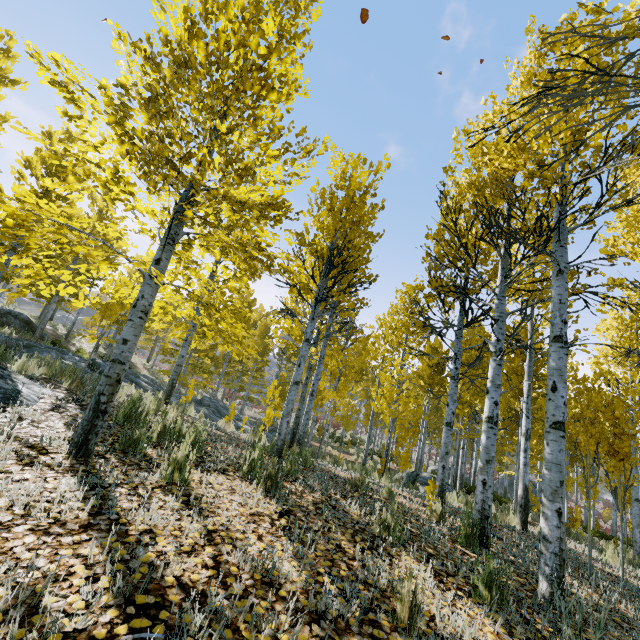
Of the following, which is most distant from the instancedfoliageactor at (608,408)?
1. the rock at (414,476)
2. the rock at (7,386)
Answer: the rock at (414,476)

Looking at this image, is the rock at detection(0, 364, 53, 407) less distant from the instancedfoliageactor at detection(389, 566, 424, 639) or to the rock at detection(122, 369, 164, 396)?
the instancedfoliageactor at detection(389, 566, 424, 639)

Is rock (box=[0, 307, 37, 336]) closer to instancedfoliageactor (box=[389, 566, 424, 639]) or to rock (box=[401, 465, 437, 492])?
instancedfoliageactor (box=[389, 566, 424, 639])

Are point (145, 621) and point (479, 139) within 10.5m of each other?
yes

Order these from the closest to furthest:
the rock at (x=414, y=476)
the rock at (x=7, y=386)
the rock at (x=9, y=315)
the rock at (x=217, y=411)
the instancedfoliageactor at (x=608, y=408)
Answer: the instancedfoliageactor at (x=608, y=408) < the rock at (x=7, y=386) < the rock at (x=414, y=476) < the rock at (x=217, y=411) < the rock at (x=9, y=315)

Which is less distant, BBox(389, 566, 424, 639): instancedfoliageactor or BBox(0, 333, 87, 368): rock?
BBox(389, 566, 424, 639): instancedfoliageactor

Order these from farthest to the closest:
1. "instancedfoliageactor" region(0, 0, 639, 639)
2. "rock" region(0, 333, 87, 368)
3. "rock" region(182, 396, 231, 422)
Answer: "rock" region(182, 396, 231, 422)
"rock" region(0, 333, 87, 368)
"instancedfoliageactor" region(0, 0, 639, 639)

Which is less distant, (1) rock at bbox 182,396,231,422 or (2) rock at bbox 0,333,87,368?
(2) rock at bbox 0,333,87,368
